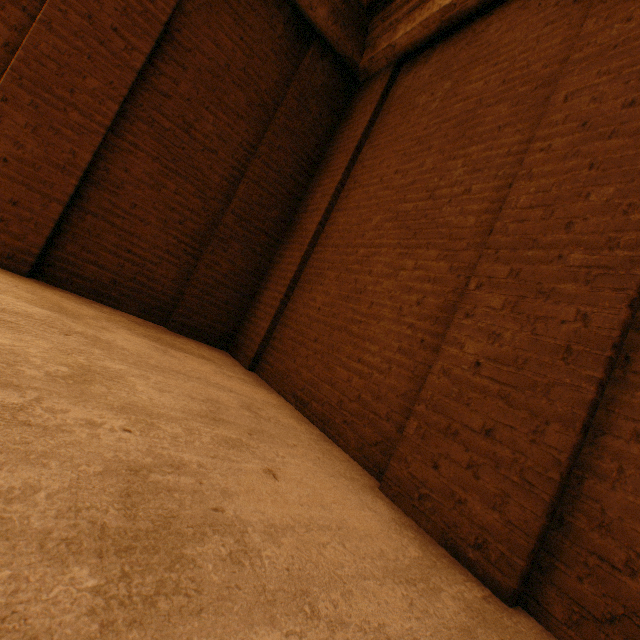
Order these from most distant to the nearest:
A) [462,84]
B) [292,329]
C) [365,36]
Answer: [365,36] → [292,329] → [462,84]
